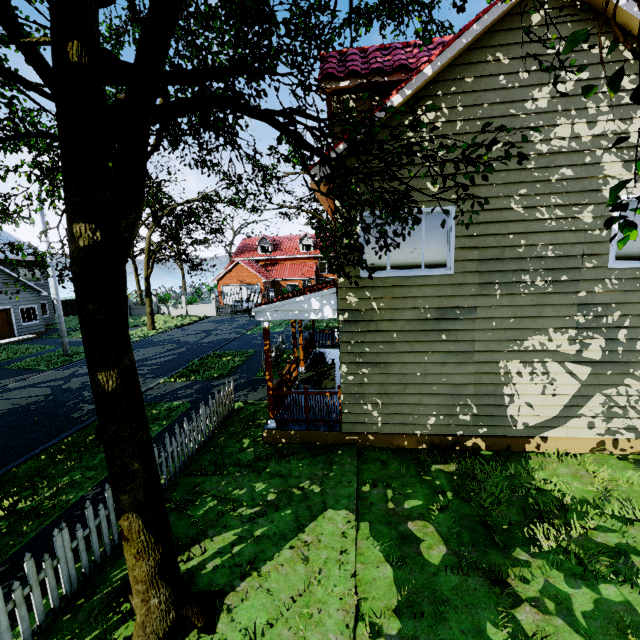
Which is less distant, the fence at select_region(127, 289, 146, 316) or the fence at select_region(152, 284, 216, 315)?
the fence at select_region(152, 284, 216, 315)

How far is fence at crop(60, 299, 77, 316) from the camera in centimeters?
3566cm

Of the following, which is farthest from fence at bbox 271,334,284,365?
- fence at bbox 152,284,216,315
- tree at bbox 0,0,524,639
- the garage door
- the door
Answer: the garage door

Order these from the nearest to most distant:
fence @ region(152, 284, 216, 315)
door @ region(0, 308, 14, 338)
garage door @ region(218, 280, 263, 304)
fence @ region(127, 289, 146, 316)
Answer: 1. door @ region(0, 308, 14, 338)
2. fence @ region(152, 284, 216, 315)
3. fence @ region(127, 289, 146, 316)
4. garage door @ region(218, 280, 263, 304)

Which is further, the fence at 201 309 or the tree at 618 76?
the fence at 201 309

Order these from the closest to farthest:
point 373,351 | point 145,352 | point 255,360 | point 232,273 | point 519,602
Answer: point 519,602 < point 373,351 < point 255,360 < point 145,352 < point 232,273

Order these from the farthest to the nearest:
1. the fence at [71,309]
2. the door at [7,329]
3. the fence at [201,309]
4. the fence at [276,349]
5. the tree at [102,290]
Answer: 1. the fence at [71,309]
2. the fence at [201,309]
3. the door at [7,329]
4. the fence at [276,349]
5. the tree at [102,290]
